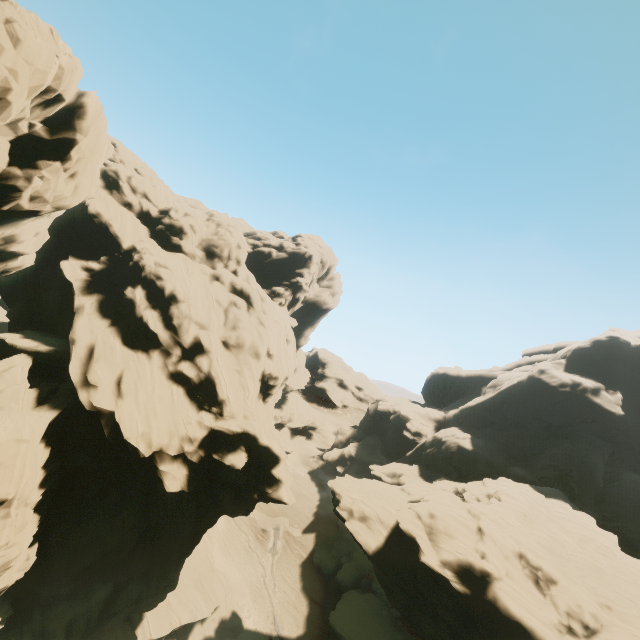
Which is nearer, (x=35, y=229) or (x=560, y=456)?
(x=35, y=229)

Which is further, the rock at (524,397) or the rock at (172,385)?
the rock at (524,397)

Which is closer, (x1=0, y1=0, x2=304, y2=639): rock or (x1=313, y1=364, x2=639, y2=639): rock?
(x1=0, y1=0, x2=304, y2=639): rock
